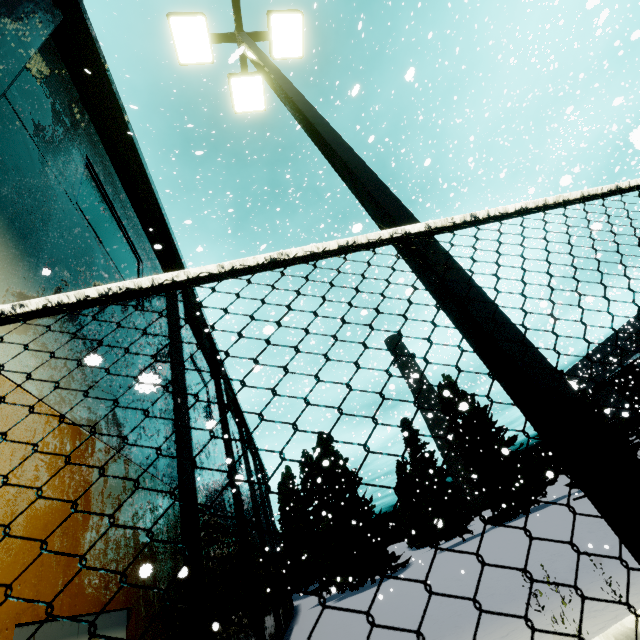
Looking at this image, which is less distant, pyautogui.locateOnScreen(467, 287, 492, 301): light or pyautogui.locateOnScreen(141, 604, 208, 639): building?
pyautogui.locateOnScreen(467, 287, 492, 301): light

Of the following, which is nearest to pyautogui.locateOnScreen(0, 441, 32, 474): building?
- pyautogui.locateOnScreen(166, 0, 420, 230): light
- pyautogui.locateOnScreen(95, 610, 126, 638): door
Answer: pyautogui.locateOnScreen(95, 610, 126, 638): door

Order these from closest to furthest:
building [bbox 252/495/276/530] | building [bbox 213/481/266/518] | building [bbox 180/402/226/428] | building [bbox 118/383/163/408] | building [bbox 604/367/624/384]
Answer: building [bbox 118/383/163/408], building [bbox 180/402/226/428], building [bbox 213/481/266/518], building [bbox 252/495/276/530], building [bbox 604/367/624/384]

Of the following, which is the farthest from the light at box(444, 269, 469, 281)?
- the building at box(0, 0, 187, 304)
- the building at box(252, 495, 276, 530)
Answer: the building at box(252, 495, 276, 530)

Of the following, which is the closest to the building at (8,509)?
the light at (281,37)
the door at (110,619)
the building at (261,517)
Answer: the door at (110,619)

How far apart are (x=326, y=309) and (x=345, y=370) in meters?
7.5 m

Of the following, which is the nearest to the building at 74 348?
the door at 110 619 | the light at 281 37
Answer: the door at 110 619

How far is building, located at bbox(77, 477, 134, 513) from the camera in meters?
5.1 m
